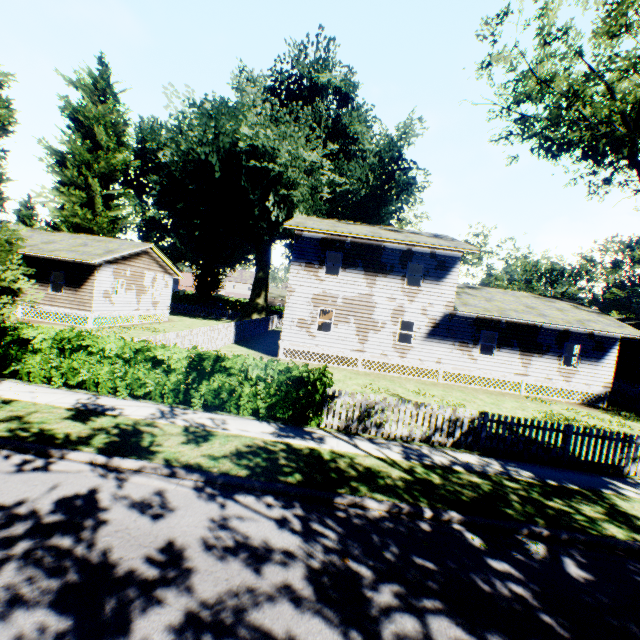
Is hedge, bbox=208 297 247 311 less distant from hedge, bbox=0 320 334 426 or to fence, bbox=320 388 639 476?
hedge, bbox=0 320 334 426

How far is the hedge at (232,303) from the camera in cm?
5850

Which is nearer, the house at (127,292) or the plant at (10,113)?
the plant at (10,113)

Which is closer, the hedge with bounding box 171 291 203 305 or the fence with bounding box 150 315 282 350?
the fence with bounding box 150 315 282 350

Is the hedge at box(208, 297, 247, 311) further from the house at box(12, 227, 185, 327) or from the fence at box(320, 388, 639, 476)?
the fence at box(320, 388, 639, 476)

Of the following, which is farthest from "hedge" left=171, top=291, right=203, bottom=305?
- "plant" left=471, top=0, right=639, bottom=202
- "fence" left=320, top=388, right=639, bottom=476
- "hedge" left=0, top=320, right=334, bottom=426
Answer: "fence" left=320, top=388, right=639, bottom=476

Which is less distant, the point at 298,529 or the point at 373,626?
the point at 373,626

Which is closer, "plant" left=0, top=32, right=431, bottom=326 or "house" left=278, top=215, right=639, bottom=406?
"house" left=278, top=215, right=639, bottom=406
